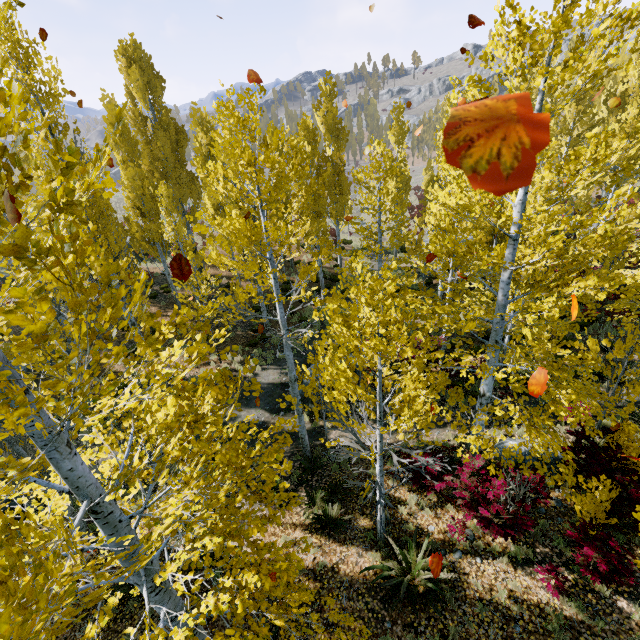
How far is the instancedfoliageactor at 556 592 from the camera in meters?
5.9

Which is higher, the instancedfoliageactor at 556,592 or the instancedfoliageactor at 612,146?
the instancedfoliageactor at 612,146

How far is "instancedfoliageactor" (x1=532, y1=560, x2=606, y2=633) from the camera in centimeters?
586cm

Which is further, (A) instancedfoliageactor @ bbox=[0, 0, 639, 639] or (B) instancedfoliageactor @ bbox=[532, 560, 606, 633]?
(B) instancedfoliageactor @ bbox=[532, 560, 606, 633]

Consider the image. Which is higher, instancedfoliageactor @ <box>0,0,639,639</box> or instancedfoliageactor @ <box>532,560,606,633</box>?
instancedfoliageactor @ <box>0,0,639,639</box>

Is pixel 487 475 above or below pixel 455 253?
below
